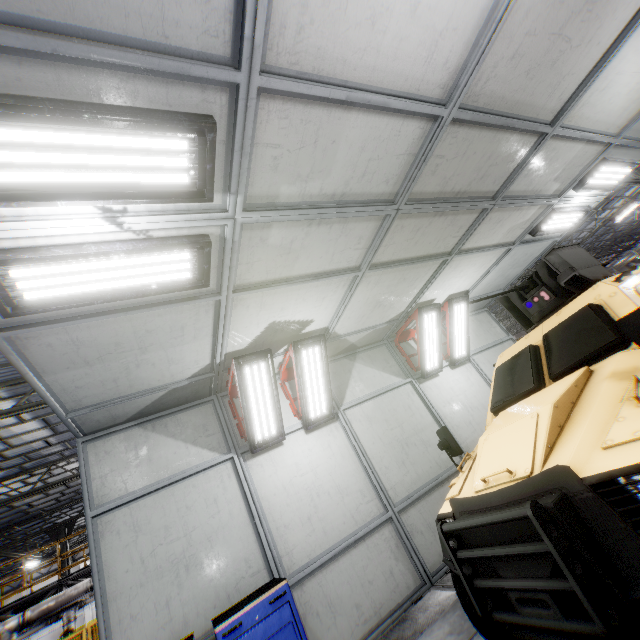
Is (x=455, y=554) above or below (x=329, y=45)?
below

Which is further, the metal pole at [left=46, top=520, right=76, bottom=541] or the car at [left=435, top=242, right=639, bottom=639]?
the metal pole at [left=46, top=520, right=76, bottom=541]

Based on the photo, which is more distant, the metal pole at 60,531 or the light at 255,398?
the metal pole at 60,531

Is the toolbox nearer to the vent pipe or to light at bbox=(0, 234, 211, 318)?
light at bbox=(0, 234, 211, 318)

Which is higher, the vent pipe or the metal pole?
the metal pole

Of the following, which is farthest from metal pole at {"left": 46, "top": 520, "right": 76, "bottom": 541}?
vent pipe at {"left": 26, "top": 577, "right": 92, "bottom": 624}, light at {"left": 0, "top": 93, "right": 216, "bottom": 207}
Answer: light at {"left": 0, "top": 93, "right": 216, "bottom": 207}

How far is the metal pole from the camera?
19.0 meters

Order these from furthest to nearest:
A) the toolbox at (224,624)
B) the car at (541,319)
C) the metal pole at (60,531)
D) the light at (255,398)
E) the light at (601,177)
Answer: the metal pole at (60,531) < the light at (601,177) < the light at (255,398) < the toolbox at (224,624) < the car at (541,319)
